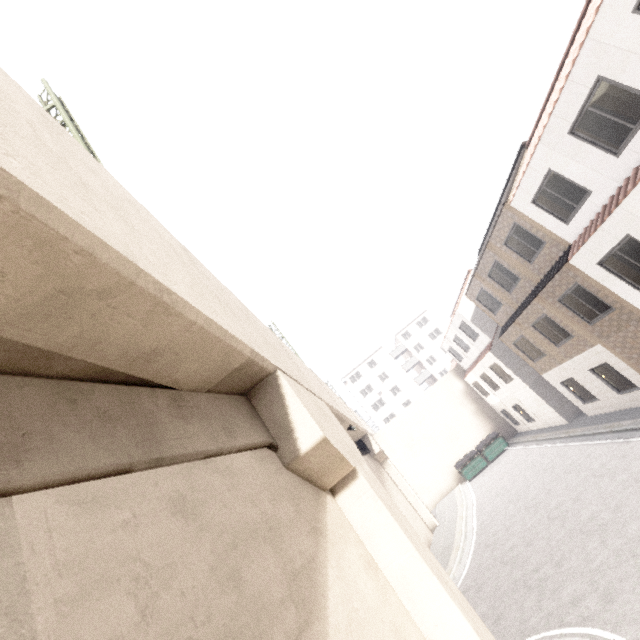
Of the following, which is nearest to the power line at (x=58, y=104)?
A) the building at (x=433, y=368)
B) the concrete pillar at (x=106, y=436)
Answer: the concrete pillar at (x=106, y=436)

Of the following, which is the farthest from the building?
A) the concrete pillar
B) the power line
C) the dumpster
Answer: the power line

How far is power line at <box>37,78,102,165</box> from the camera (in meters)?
8.31

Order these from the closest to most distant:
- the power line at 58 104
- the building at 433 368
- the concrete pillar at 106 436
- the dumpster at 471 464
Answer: the concrete pillar at 106 436 → the power line at 58 104 → the dumpster at 471 464 → the building at 433 368

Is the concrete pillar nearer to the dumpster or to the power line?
the power line

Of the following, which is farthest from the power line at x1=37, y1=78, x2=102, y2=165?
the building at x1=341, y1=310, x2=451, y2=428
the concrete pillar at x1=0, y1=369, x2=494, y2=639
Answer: the building at x1=341, y1=310, x2=451, y2=428

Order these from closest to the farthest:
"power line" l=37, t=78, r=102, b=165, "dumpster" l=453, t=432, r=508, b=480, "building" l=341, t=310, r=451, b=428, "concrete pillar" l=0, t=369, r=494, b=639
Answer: "concrete pillar" l=0, t=369, r=494, b=639, "power line" l=37, t=78, r=102, b=165, "dumpster" l=453, t=432, r=508, b=480, "building" l=341, t=310, r=451, b=428

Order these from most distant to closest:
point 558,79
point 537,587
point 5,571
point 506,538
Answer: point 506,538 < point 558,79 < point 537,587 < point 5,571
